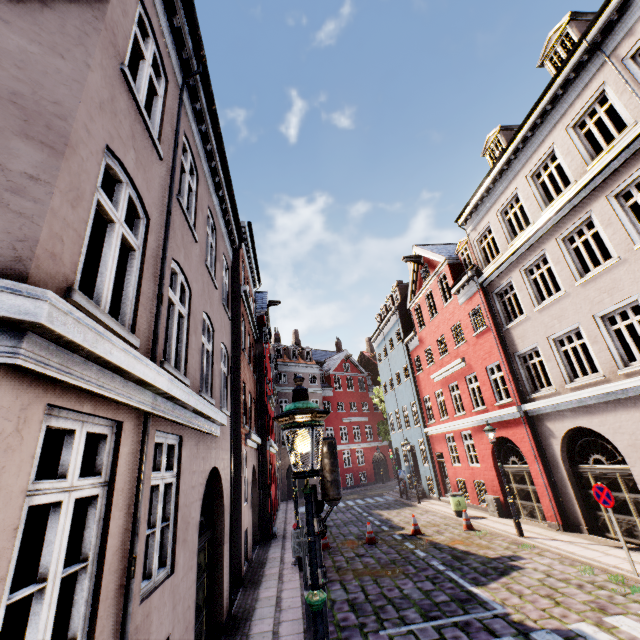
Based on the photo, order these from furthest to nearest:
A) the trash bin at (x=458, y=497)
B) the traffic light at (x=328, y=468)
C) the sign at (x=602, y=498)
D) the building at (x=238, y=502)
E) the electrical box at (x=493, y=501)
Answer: the trash bin at (x=458, y=497) < the electrical box at (x=493, y=501) < the sign at (x=602, y=498) < the traffic light at (x=328, y=468) < the building at (x=238, y=502)

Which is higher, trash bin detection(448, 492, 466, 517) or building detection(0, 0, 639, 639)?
building detection(0, 0, 639, 639)

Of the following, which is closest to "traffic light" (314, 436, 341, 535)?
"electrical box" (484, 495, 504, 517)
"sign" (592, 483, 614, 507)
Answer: "sign" (592, 483, 614, 507)

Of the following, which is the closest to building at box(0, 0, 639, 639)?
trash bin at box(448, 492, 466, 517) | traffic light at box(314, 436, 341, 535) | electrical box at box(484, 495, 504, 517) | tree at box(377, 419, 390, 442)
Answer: electrical box at box(484, 495, 504, 517)

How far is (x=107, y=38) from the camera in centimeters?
345cm

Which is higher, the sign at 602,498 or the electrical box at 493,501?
the sign at 602,498

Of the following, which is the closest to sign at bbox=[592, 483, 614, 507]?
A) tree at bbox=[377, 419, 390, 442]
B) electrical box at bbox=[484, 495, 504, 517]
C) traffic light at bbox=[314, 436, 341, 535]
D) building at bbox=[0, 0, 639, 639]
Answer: building at bbox=[0, 0, 639, 639]

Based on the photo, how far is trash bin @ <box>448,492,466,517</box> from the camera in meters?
15.4 m
